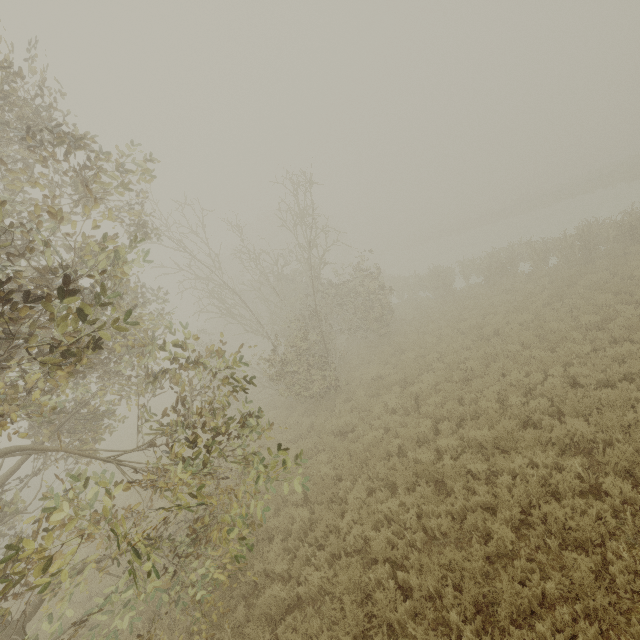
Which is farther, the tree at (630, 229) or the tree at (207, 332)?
the tree at (630, 229)

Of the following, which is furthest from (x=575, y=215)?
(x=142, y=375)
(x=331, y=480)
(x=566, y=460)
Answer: (x=142, y=375)

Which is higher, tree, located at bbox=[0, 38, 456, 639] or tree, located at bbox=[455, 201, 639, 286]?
tree, located at bbox=[0, 38, 456, 639]

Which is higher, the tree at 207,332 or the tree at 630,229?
the tree at 207,332

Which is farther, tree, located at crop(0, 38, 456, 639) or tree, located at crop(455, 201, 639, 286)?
tree, located at crop(455, 201, 639, 286)
